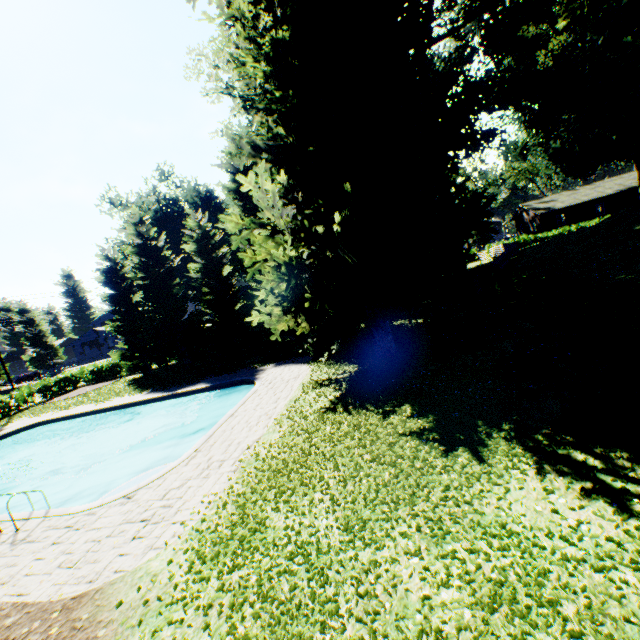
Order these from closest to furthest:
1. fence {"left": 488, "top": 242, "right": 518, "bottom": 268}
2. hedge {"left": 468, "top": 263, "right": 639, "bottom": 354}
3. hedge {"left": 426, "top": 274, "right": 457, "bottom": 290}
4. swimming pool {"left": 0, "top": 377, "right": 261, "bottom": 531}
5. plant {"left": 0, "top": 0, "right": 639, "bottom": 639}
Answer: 1. plant {"left": 0, "top": 0, "right": 639, "bottom": 639}
2. hedge {"left": 468, "top": 263, "right": 639, "bottom": 354}
3. swimming pool {"left": 0, "top": 377, "right": 261, "bottom": 531}
4. hedge {"left": 426, "top": 274, "right": 457, "bottom": 290}
5. fence {"left": 488, "top": 242, "right": 518, "bottom": 268}

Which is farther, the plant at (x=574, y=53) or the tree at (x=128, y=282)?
the tree at (x=128, y=282)

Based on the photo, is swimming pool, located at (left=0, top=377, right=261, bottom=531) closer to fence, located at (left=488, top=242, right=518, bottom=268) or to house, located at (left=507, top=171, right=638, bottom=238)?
fence, located at (left=488, top=242, right=518, bottom=268)

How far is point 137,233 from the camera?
27.1m

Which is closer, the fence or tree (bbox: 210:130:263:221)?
tree (bbox: 210:130:263:221)

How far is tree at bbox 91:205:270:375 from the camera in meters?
26.0 m

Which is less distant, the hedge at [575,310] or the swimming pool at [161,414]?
the hedge at [575,310]

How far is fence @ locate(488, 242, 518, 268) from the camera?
28.8m
